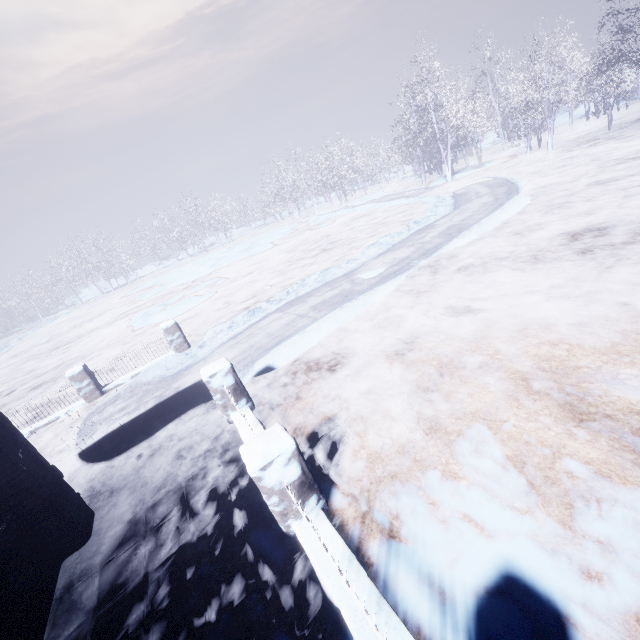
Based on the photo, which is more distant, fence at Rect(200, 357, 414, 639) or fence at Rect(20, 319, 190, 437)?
fence at Rect(20, 319, 190, 437)

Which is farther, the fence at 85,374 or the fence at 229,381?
the fence at 85,374

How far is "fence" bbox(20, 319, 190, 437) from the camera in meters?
7.9 m

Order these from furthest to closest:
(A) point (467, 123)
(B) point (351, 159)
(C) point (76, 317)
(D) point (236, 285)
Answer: (B) point (351, 159) → (C) point (76, 317) → (A) point (467, 123) → (D) point (236, 285)

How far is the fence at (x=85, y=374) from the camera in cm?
791
